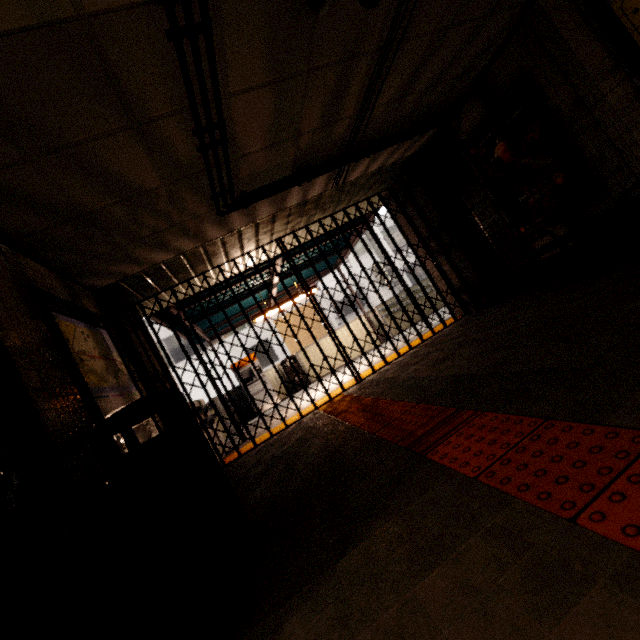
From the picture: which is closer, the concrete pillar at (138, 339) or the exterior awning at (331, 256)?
the concrete pillar at (138, 339)

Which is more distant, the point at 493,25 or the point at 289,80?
the point at 493,25

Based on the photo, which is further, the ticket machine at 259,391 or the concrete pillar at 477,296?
the ticket machine at 259,391

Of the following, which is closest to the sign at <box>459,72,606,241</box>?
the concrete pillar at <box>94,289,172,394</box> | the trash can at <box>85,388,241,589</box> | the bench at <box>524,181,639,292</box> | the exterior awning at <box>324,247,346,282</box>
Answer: the bench at <box>524,181,639,292</box>

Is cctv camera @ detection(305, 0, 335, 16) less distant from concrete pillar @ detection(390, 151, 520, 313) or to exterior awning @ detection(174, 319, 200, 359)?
concrete pillar @ detection(390, 151, 520, 313)

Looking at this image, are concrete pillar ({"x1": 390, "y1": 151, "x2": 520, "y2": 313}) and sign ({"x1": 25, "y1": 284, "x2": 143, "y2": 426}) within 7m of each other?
yes

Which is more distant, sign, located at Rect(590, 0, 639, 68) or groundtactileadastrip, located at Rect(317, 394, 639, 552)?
sign, located at Rect(590, 0, 639, 68)

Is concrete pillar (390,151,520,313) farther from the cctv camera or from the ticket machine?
the ticket machine
